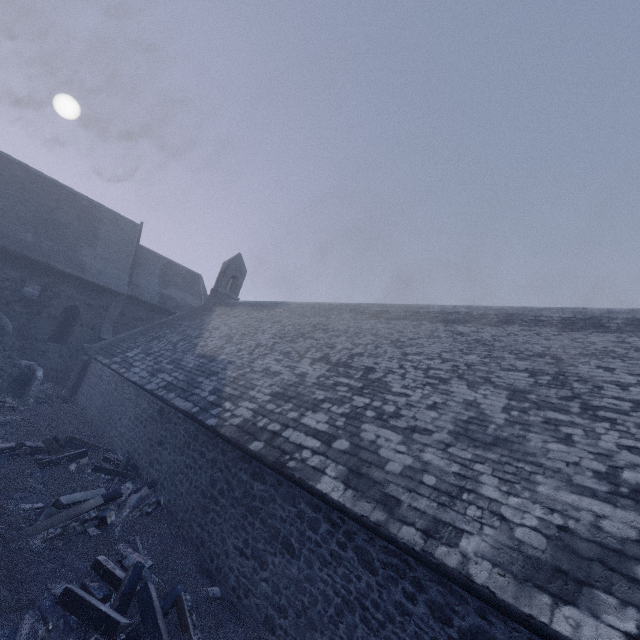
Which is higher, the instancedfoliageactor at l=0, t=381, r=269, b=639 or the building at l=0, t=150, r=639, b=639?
the building at l=0, t=150, r=639, b=639

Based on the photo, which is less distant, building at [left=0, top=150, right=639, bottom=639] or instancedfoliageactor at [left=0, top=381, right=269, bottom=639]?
building at [left=0, top=150, right=639, bottom=639]

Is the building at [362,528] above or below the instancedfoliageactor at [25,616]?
above

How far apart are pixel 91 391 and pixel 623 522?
20.3 meters

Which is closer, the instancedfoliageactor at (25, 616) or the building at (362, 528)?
the building at (362, 528)
